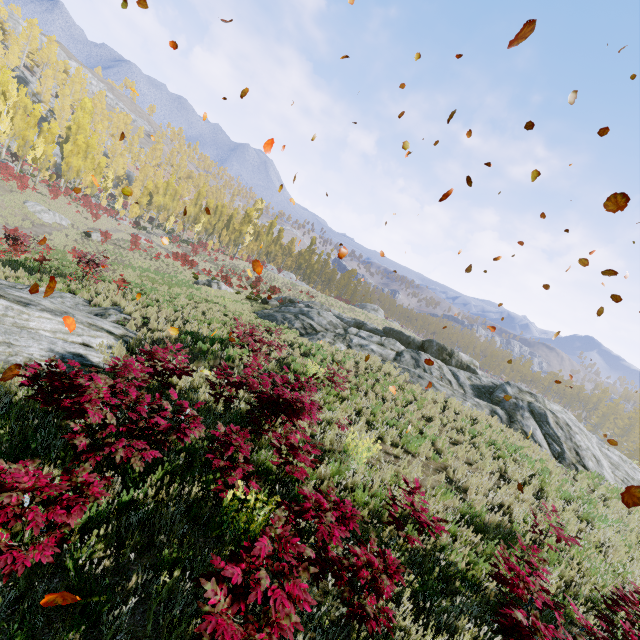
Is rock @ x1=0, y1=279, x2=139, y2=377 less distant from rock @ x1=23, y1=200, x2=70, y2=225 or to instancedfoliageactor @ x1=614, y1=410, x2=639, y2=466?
instancedfoliageactor @ x1=614, y1=410, x2=639, y2=466

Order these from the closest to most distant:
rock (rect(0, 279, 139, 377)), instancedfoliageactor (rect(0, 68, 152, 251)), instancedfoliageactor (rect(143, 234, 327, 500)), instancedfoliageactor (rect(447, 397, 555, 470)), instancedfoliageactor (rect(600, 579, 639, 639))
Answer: instancedfoliageactor (rect(600, 579, 639, 639)) < instancedfoliageactor (rect(143, 234, 327, 500)) < rock (rect(0, 279, 139, 377)) < instancedfoliageactor (rect(447, 397, 555, 470)) < instancedfoliageactor (rect(0, 68, 152, 251))

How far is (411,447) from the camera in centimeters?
874cm

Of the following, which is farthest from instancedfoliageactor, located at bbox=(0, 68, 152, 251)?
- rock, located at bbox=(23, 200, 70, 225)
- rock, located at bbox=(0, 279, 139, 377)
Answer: rock, located at bbox=(0, 279, 139, 377)

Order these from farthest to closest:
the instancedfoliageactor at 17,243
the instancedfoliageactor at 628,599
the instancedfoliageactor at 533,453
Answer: the instancedfoliageactor at 17,243
the instancedfoliageactor at 533,453
the instancedfoliageactor at 628,599

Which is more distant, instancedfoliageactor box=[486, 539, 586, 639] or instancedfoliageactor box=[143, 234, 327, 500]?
instancedfoliageactor box=[143, 234, 327, 500]

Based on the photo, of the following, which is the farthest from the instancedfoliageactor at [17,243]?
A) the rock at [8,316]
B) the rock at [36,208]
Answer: the rock at [8,316]
